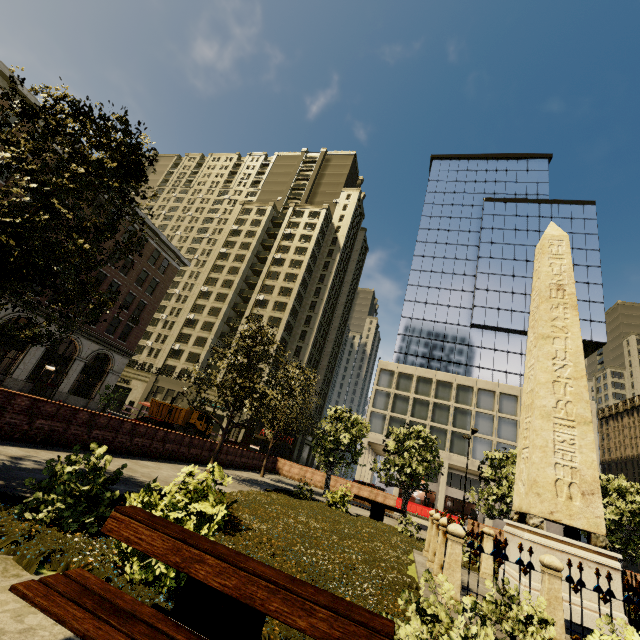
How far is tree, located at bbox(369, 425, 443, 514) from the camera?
19.88m

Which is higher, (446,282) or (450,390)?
(446,282)

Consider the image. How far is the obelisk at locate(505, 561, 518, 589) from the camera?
7.54m

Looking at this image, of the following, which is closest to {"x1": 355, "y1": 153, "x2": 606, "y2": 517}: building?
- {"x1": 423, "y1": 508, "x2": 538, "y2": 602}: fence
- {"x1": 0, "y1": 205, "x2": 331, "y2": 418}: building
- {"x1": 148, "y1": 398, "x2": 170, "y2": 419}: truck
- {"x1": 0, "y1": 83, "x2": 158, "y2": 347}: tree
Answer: {"x1": 0, "y1": 205, "x2": 331, "y2": 418}: building

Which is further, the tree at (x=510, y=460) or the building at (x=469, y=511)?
the building at (x=469, y=511)

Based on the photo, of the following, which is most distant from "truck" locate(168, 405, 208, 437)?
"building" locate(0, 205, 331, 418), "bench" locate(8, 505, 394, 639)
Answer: "bench" locate(8, 505, 394, 639)

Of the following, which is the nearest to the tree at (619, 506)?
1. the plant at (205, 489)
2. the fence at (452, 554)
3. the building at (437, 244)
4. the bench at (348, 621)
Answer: the plant at (205, 489)

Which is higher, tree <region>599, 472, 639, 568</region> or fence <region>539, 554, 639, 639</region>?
tree <region>599, 472, 639, 568</region>
